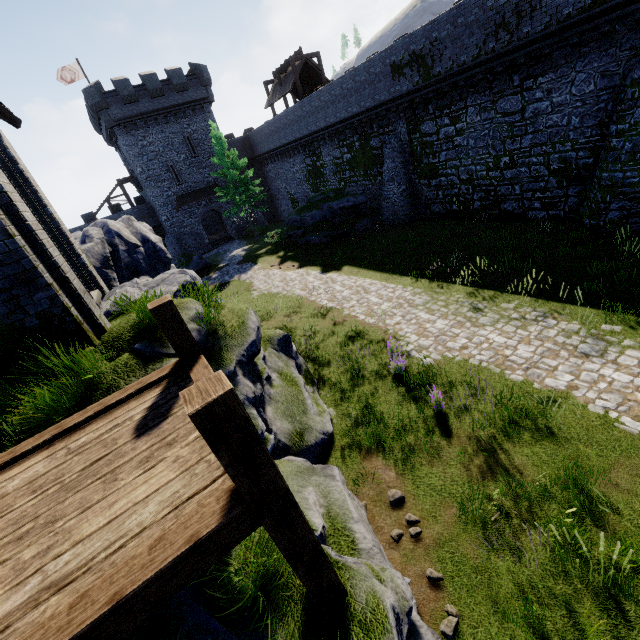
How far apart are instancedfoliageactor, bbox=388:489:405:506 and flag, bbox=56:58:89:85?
45.33m

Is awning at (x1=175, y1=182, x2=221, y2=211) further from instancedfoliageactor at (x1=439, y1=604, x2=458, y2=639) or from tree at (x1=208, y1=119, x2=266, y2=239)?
instancedfoliageactor at (x1=439, y1=604, x2=458, y2=639)

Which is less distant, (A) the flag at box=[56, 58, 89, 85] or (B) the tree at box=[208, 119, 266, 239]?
(B) the tree at box=[208, 119, 266, 239]

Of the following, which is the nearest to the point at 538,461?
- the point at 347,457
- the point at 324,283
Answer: the point at 347,457

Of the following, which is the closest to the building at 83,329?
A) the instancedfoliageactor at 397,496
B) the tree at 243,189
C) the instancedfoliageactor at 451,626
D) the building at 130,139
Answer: the instancedfoliageactor at 397,496

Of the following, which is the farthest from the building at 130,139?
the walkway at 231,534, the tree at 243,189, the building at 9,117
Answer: the walkway at 231,534

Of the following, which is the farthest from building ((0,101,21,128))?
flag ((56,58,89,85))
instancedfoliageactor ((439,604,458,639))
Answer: flag ((56,58,89,85))

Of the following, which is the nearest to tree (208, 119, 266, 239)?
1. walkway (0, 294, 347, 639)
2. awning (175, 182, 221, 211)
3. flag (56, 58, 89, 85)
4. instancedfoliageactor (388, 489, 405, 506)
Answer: awning (175, 182, 221, 211)
